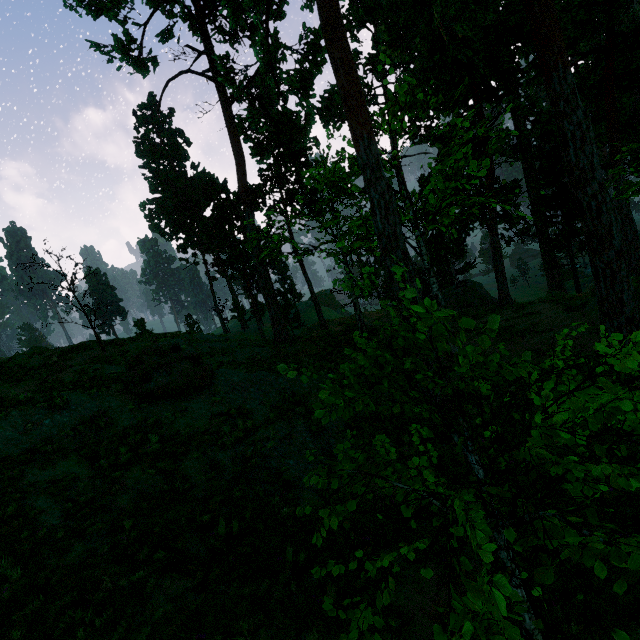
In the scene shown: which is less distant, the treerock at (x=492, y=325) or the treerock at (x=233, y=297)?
the treerock at (x=492, y=325)

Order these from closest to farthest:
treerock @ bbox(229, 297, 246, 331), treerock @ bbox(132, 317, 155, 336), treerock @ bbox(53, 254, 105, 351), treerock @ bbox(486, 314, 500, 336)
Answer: treerock @ bbox(486, 314, 500, 336), treerock @ bbox(53, 254, 105, 351), treerock @ bbox(132, 317, 155, 336), treerock @ bbox(229, 297, 246, 331)

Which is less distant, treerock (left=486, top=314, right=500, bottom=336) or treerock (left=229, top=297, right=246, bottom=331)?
treerock (left=486, top=314, right=500, bottom=336)

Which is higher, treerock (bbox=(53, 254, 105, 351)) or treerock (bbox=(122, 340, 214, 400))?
treerock (bbox=(53, 254, 105, 351))

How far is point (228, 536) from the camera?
6.9 meters

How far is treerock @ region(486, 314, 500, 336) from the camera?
2.4 meters
